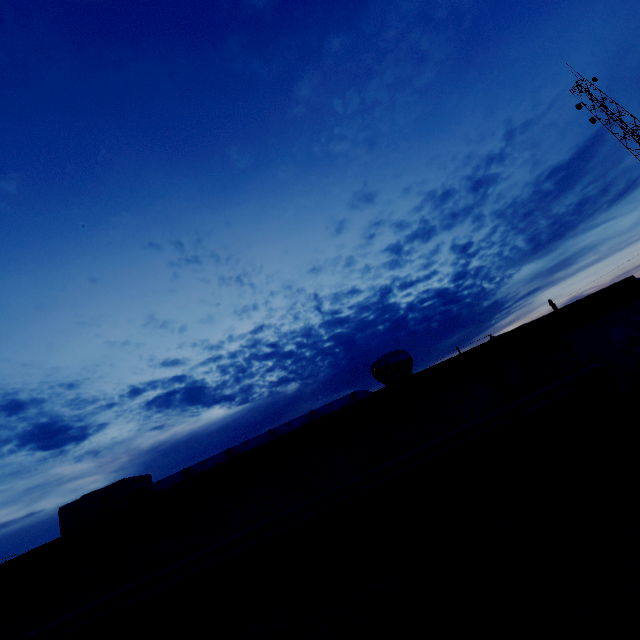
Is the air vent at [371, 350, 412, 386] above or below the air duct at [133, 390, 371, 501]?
below

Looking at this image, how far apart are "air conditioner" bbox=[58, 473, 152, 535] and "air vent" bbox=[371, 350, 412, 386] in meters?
5.8

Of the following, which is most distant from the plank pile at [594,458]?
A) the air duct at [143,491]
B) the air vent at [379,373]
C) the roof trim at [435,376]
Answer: the air duct at [143,491]

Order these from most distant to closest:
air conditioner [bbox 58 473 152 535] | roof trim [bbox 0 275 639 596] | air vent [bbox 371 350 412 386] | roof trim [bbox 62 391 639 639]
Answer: air conditioner [bbox 58 473 152 535] < air vent [bbox 371 350 412 386] < roof trim [bbox 0 275 639 596] < roof trim [bbox 62 391 639 639]

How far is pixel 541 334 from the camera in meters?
3.3 m

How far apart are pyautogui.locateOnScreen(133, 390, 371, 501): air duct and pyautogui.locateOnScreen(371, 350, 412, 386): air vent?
2.4m

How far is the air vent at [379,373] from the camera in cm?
437

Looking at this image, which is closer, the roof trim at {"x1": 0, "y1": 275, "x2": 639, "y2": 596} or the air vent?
the roof trim at {"x1": 0, "y1": 275, "x2": 639, "y2": 596}
